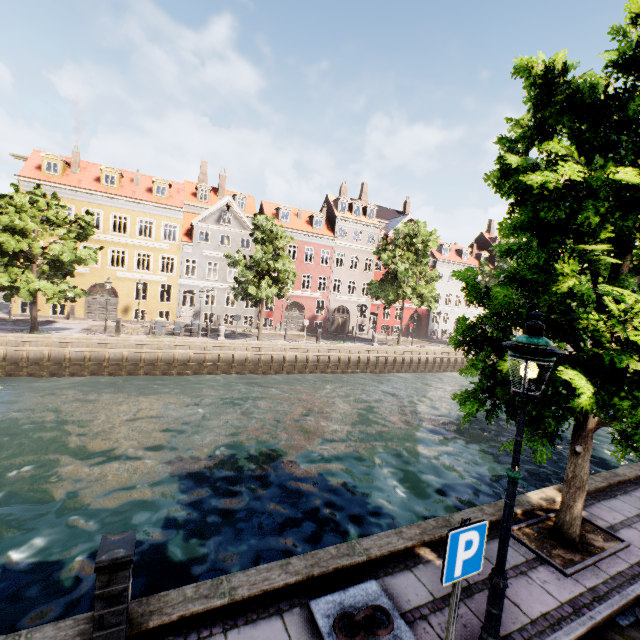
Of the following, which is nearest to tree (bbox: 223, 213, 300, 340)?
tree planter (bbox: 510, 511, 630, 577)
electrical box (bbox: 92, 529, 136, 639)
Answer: tree planter (bbox: 510, 511, 630, 577)

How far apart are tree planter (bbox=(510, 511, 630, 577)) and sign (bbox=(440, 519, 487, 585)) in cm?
334

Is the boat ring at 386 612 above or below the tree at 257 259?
below

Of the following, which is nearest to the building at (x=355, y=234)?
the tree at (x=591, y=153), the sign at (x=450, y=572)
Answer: the tree at (x=591, y=153)

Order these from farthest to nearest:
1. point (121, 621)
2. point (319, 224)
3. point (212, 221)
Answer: point (319, 224), point (212, 221), point (121, 621)

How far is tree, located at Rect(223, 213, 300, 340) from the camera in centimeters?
2320cm

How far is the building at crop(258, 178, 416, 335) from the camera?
35.2m

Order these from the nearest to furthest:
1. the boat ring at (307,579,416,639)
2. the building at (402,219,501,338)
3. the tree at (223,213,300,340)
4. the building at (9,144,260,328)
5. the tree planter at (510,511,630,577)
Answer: the boat ring at (307,579,416,639) < the tree planter at (510,511,630,577) < the tree at (223,213,300,340) < the building at (9,144,260,328) < the building at (402,219,501,338)
